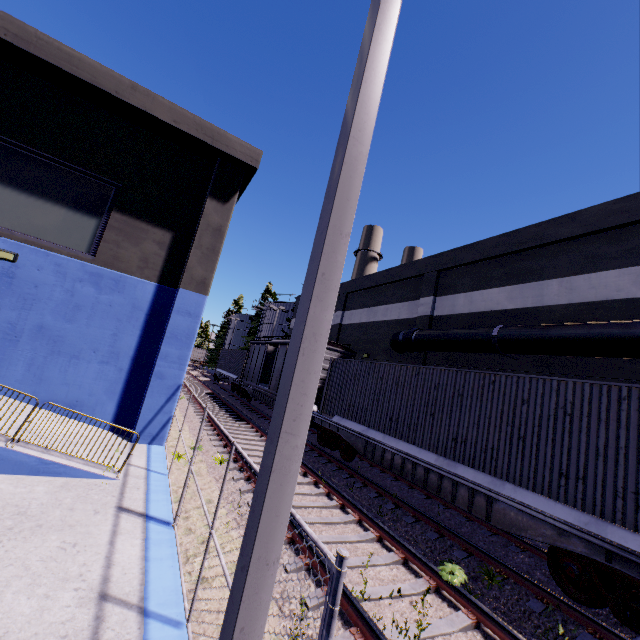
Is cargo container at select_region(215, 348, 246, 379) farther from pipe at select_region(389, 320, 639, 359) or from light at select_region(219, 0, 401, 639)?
light at select_region(219, 0, 401, 639)

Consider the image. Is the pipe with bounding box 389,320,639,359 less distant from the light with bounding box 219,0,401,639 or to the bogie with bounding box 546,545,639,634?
the bogie with bounding box 546,545,639,634

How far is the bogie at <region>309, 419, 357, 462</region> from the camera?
12.2m

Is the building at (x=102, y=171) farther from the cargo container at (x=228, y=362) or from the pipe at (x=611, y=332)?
the cargo container at (x=228, y=362)

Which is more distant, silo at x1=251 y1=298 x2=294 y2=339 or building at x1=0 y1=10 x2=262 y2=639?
silo at x1=251 y1=298 x2=294 y2=339

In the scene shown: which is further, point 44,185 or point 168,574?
point 44,185

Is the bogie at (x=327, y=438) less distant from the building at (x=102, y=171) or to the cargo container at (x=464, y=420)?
the cargo container at (x=464, y=420)

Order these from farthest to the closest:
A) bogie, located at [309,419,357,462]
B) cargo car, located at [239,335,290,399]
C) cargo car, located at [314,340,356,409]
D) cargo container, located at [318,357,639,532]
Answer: cargo car, located at [239,335,290,399], cargo car, located at [314,340,356,409], bogie, located at [309,419,357,462], cargo container, located at [318,357,639,532]
